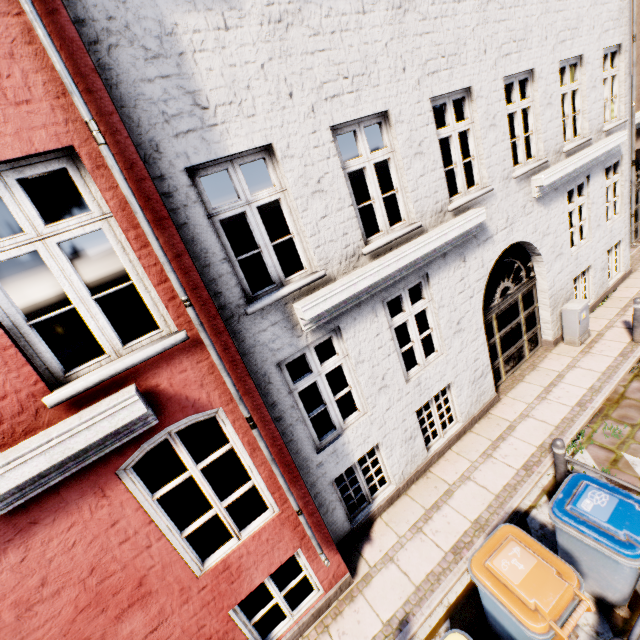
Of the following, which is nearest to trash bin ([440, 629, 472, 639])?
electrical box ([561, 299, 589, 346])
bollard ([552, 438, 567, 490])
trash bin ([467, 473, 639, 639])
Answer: trash bin ([467, 473, 639, 639])

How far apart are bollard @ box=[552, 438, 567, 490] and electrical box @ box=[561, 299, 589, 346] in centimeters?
415cm

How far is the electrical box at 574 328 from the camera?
7.7 meters

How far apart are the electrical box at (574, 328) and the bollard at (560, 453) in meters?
4.1

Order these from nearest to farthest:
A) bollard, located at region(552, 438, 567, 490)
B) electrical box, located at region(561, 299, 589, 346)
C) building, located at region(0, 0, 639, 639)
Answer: building, located at region(0, 0, 639, 639), bollard, located at region(552, 438, 567, 490), electrical box, located at region(561, 299, 589, 346)

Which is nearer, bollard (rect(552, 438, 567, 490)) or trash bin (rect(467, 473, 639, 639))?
trash bin (rect(467, 473, 639, 639))

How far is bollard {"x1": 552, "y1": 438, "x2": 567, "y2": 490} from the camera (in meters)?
4.87

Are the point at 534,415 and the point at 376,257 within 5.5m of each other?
yes
